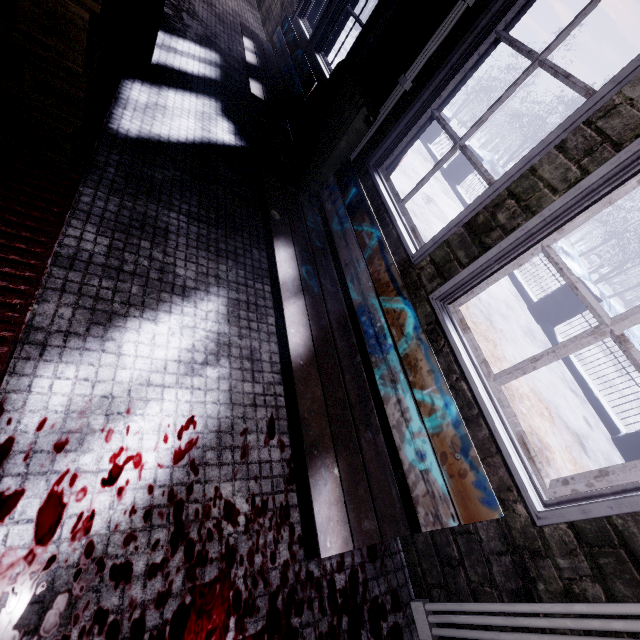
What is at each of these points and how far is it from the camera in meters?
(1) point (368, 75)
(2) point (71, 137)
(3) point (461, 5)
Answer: (1) window, 2.3 m
(2) pallet, 1.3 m
(3) wire, 1.7 m

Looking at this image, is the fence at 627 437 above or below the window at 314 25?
below

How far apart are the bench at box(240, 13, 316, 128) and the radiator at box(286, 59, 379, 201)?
0.2 meters

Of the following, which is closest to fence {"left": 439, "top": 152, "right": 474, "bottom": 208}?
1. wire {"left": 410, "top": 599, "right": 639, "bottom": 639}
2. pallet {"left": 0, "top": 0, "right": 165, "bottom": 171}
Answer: wire {"left": 410, "top": 599, "right": 639, "bottom": 639}

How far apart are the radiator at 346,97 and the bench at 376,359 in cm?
21

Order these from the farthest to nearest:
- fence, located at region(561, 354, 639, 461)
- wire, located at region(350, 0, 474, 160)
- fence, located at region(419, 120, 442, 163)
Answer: fence, located at region(419, 120, 442, 163)
fence, located at region(561, 354, 639, 461)
wire, located at region(350, 0, 474, 160)

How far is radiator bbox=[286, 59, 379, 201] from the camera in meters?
2.1 m

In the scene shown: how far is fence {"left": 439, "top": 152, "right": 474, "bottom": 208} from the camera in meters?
8.1 m
